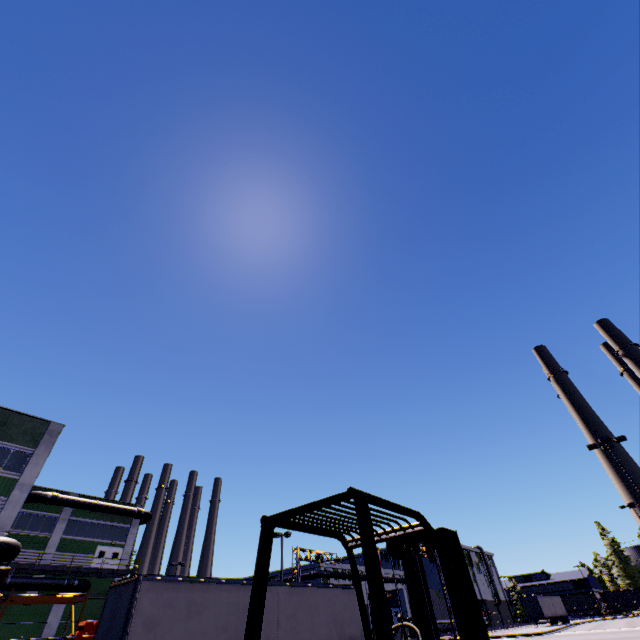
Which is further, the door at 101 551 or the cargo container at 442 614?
the cargo container at 442 614

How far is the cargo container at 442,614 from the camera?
47.6m

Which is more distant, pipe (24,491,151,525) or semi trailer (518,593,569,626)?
semi trailer (518,593,569,626)

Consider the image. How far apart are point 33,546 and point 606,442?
53.0 meters

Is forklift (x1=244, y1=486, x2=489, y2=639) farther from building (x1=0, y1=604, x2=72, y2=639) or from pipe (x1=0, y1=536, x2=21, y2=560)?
pipe (x1=0, y1=536, x2=21, y2=560)

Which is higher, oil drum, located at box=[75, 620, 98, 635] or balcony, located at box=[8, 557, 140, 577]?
balcony, located at box=[8, 557, 140, 577]

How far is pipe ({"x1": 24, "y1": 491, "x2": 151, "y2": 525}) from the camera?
34.00m

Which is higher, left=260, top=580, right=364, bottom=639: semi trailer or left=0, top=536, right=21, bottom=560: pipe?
left=0, top=536, right=21, bottom=560: pipe
